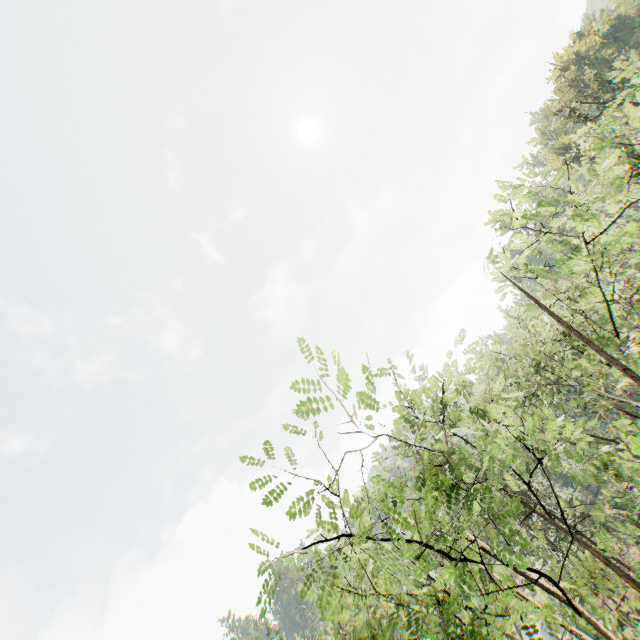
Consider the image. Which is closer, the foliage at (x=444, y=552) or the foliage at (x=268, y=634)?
the foliage at (x=268, y=634)

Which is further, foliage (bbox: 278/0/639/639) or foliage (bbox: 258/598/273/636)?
foliage (bbox: 278/0/639/639)

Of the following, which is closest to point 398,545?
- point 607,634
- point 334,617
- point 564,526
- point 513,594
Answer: point 334,617
